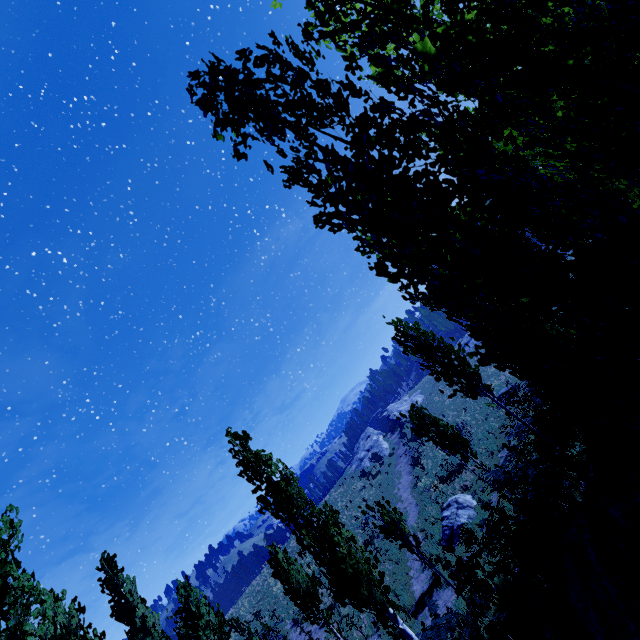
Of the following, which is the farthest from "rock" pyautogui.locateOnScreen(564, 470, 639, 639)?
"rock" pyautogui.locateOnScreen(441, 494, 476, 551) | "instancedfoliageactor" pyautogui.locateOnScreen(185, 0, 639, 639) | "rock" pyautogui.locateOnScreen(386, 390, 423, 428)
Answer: "rock" pyautogui.locateOnScreen(386, 390, 423, 428)

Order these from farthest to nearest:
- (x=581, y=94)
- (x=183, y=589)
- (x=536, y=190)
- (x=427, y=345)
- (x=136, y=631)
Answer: (x=136, y=631)
(x=183, y=589)
(x=427, y=345)
(x=581, y=94)
(x=536, y=190)

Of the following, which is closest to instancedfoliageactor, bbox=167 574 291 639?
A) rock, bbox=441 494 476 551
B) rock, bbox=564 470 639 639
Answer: rock, bbox=564 470 639 639

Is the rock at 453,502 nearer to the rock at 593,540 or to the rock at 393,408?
the rock at 593,540

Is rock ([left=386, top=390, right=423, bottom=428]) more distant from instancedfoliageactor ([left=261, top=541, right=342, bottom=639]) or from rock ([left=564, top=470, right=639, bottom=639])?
rock ([left=564, top=470, right=639, bottom=639])

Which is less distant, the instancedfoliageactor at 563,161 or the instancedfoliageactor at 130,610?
the instancedfoliageactor at 563,161

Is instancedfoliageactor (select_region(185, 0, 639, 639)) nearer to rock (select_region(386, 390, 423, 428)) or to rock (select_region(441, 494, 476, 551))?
rock (select_region(441, 494, 476, 551))

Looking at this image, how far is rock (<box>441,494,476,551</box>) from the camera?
13.7m
